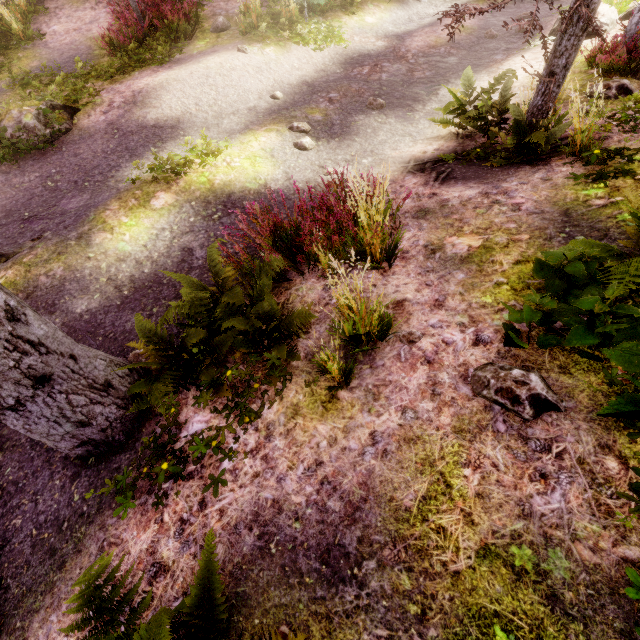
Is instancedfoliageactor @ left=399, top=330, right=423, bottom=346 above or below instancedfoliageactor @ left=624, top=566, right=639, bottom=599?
below

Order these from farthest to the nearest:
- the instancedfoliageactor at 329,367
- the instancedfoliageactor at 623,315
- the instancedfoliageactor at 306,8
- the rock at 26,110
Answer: the instancedfoliageactor at 306,8 → the rock at 26,110 → the instancedfoliageactor at 329,367 → the instancedfoliageactor at 623,315

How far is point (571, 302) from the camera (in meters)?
2.18

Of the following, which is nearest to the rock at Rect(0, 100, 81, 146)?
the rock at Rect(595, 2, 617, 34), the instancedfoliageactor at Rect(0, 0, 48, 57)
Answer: the instancedfoliageactor at Rect(0, 0, 48, 57)

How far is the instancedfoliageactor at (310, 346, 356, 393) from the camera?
2.6m

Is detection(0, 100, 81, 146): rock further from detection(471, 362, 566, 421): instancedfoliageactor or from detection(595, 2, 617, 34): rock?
detection(595, 2, 617, 34): rock

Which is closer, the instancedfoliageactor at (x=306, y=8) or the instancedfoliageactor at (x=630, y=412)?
the instancedfoliageactor at (x=630, y=412)
